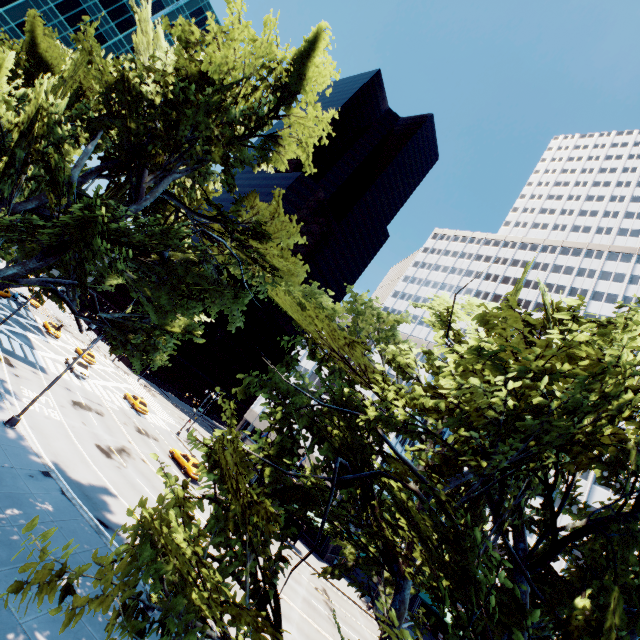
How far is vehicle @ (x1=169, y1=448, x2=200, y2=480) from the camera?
32.5 meters

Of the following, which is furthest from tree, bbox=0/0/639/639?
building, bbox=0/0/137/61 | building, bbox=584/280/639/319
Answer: building, bbox=0/0/137/61

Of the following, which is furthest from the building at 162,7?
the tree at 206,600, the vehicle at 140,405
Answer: the vehicle at 140,405

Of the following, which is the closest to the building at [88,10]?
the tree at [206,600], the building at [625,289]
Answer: the tree at [206,600]

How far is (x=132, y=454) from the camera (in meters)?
28.25

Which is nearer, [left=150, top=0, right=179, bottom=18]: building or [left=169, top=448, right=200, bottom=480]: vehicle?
[left=169, top=448, right=200, bottom=480]: vehicle

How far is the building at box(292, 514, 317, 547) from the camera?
40.69m
